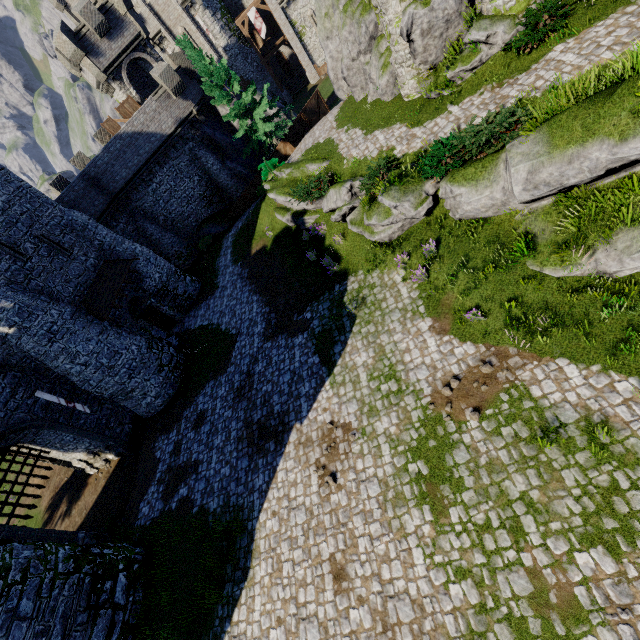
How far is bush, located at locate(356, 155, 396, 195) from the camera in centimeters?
1438cm

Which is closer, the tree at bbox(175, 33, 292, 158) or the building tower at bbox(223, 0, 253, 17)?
the tree at bbox(175, 33, 292, 158)

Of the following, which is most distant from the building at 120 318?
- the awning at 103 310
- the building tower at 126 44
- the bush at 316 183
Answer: the bush at 316 183

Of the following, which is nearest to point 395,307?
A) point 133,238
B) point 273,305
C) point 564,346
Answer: point 564,346

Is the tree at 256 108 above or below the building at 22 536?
above

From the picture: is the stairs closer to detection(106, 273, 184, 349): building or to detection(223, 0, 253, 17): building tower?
detection(223, 0, 253, 17): building tower

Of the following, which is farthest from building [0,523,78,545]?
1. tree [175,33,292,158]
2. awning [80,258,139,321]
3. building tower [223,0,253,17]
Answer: building tower [223,0,253,17]

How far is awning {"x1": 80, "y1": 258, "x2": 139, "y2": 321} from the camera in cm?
1858
